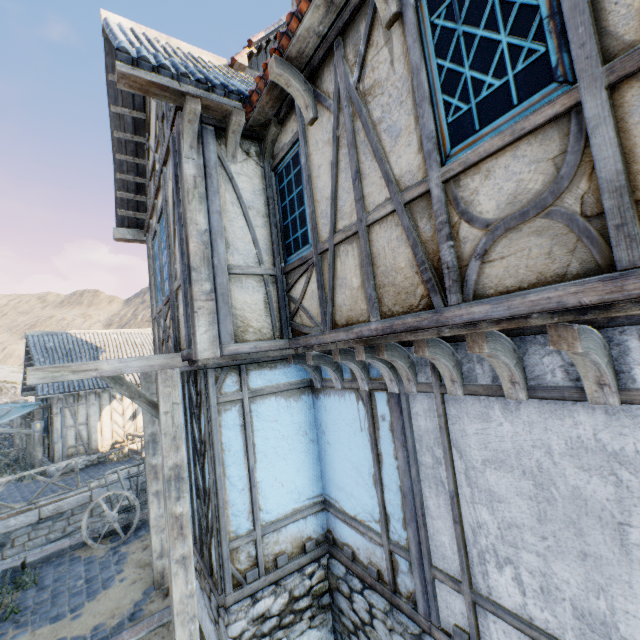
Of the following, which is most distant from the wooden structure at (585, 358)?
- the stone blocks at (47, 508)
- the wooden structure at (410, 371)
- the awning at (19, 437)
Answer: the awning at (19, 437)

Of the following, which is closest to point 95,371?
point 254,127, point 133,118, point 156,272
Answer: point 156,272

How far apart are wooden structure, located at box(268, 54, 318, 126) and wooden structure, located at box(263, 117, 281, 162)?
0.65m

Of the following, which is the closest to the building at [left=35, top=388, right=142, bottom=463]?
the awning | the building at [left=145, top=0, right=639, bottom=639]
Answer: the awning

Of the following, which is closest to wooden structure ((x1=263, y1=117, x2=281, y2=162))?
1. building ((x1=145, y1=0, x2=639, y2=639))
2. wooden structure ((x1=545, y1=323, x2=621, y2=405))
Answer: building ((x1=145, y1=0, x2=639, y2=639))

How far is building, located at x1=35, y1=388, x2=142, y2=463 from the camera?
14.27m

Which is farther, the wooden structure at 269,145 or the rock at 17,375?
the rock at 17,375

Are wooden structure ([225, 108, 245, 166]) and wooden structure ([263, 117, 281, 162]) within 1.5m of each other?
yes
